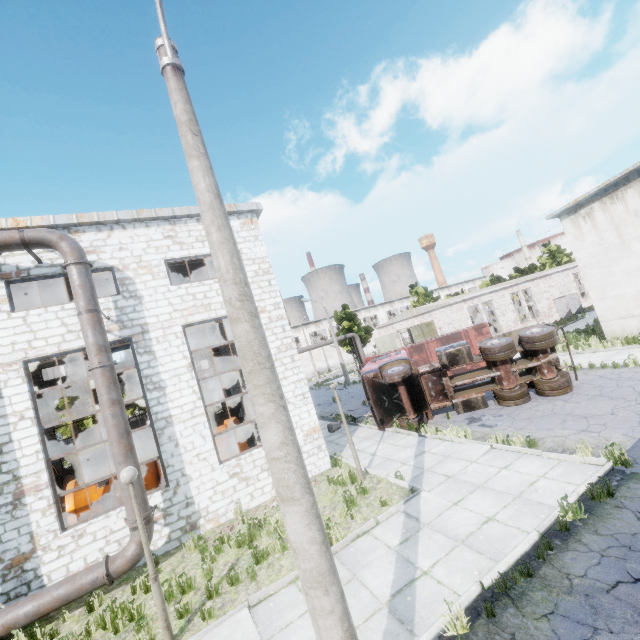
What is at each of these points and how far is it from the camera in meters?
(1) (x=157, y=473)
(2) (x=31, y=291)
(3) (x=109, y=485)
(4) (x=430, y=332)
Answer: (1) cable machine, 12.6 m
(2) column beam, 14.2 m
(3) cable machine, 12.0 m
(4) door, 30.6 m

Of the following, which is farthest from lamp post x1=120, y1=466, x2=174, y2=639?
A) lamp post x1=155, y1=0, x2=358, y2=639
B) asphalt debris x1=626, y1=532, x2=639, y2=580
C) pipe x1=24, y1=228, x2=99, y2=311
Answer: asphalt debris x1=626, y1=532, x2=639, y2=580

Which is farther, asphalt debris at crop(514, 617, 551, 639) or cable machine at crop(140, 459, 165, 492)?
cable machine at crop(140, 459, 165, 492)

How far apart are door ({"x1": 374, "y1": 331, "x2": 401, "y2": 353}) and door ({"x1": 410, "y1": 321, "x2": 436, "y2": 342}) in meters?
5.3 m

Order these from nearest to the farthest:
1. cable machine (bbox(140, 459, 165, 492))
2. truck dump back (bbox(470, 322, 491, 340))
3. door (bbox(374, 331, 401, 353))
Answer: cable machine (bbox(140, 459, 165, 492))
truck dump back (bbox(470, 322, 491, 340))
door (bbox(374, 331, 401, 353))

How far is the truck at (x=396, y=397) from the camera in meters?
13.0 m

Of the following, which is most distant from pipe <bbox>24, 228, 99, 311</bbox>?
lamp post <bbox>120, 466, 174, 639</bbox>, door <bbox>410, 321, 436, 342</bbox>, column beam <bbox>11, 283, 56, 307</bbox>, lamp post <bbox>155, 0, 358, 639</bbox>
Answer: door <bbox>410, 321, 436, 342</bbox>

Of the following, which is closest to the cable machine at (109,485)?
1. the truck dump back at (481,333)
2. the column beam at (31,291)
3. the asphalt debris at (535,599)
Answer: the column beam at (31,291)
